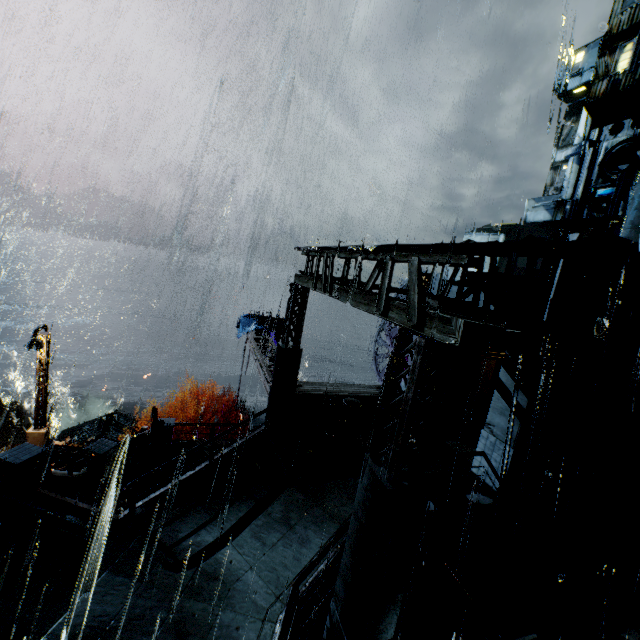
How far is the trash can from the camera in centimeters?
1319cm

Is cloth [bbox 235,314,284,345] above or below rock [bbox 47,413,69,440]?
above

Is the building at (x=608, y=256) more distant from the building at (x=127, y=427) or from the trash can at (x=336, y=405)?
the building at (x=127, y=427)

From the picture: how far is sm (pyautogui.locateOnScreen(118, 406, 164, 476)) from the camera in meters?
14.0 m

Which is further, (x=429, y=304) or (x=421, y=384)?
(x=429, y=304)

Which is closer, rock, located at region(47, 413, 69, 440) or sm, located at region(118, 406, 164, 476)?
sm, located at region(118, 406, 164, 476)

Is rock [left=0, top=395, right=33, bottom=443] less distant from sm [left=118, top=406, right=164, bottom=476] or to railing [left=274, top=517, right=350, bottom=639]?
sm [left=118, top=406, right=164, bottom=476]

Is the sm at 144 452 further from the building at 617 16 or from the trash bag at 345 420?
the building at 617 16
